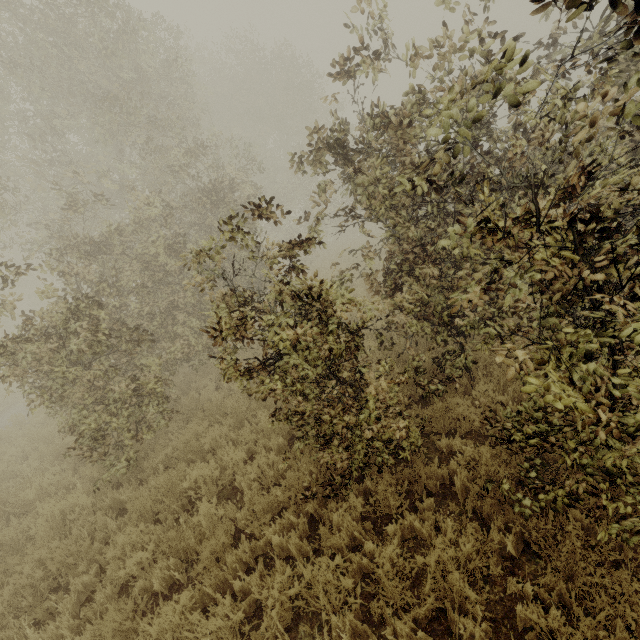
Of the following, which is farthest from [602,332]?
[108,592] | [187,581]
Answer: [108,592]
